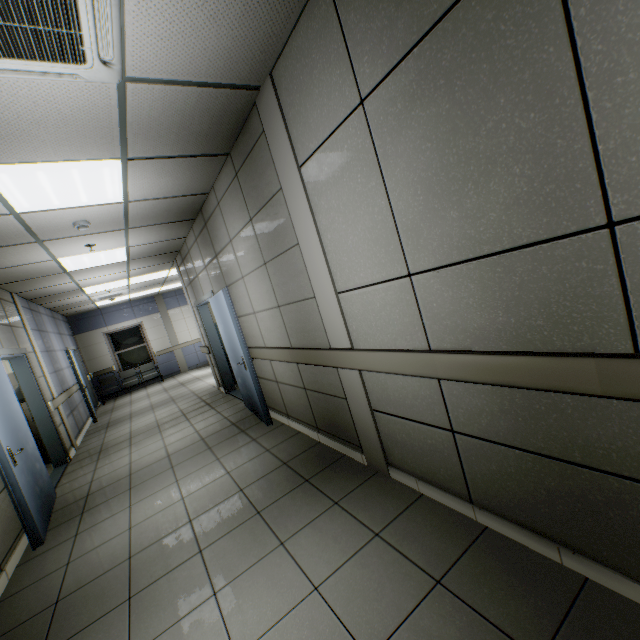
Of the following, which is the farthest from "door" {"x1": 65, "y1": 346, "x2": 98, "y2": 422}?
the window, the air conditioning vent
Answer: the air conditioning vent

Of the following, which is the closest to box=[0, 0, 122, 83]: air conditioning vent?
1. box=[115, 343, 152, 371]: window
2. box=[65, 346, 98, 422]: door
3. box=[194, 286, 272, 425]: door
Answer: box=[194, 286, 272, 425]: door

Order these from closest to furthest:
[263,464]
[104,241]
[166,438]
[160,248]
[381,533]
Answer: [381,533] < [263,464] < [104,241] < [166,438] < [160,248]

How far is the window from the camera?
12.1 meters

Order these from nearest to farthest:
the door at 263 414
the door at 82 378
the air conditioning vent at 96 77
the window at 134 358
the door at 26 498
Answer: the air conditioning vent at 96 77
the door at 26 498
the door at 263 414
the door at 82 378
the window at 134 358

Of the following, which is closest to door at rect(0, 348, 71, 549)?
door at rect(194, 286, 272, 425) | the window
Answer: door at rect(194, 286, 272, 425)

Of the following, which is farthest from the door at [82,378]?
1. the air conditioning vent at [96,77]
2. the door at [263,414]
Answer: the air conditioning vent at [96,77]

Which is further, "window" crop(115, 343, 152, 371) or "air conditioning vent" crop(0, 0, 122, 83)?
"window" crop(115, 343, 152, 371)
